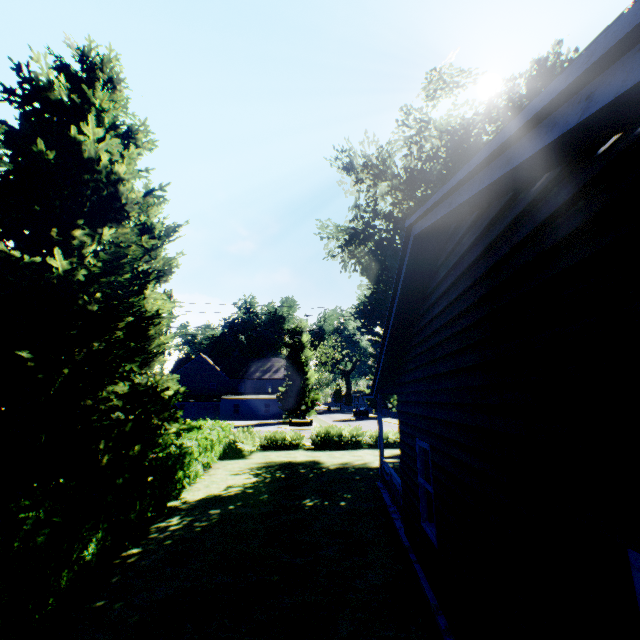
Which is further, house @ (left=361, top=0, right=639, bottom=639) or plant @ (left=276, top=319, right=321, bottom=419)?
plant @ (left=276, top=319, right=321, bottom=419)

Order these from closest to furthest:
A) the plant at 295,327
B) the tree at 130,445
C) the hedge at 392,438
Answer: the tree at 130,445
the hedge at 392,438
the plant at 295,327

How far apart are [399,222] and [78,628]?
20.5 meters

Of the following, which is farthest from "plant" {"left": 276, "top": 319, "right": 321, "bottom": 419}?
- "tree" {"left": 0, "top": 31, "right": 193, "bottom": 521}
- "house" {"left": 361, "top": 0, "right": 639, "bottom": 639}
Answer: "house" {"left": 361, "top": 0, "right": 639, "bottom": 639}

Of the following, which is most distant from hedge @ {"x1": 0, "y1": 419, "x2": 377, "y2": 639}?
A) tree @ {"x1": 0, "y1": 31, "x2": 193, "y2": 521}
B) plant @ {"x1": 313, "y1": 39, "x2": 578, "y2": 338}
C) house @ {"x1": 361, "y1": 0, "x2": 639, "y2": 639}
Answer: house @ {"x1": 361, "y1": 0, "x2": 639, "y2": 639}

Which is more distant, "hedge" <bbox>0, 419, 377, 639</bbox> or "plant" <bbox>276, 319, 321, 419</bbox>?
"plant" <bbox>276, 319, 321, 419</bbox>

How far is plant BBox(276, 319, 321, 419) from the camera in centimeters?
4799cm

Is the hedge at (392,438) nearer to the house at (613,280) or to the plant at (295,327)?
the plant at (295,327)
